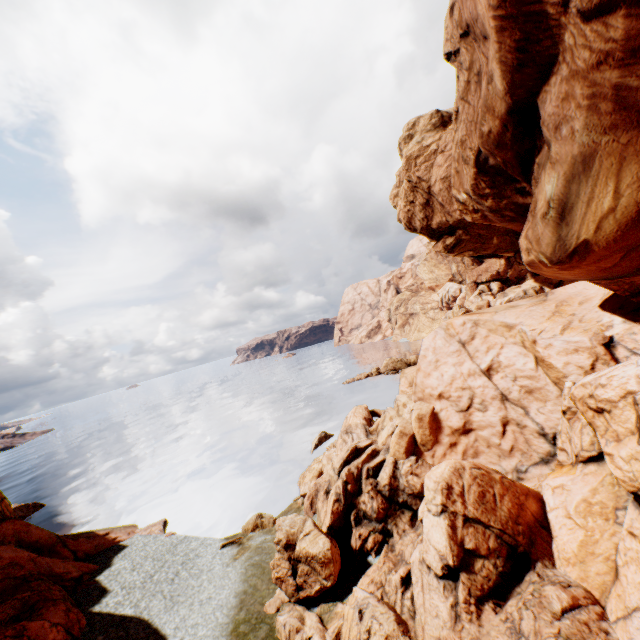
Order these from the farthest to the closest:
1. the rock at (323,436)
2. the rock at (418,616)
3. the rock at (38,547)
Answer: the rock at (323,436) < the rock at (38,547) < the rock at (418,616)

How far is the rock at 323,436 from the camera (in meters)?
34.04

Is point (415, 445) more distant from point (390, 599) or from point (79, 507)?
point (79, 507)

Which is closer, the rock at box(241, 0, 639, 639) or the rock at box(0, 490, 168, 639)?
the rock at box(241, 0, 639, 639)

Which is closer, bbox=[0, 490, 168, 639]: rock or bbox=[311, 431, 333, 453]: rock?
bbox=[0, 490, 168, 639]: rock

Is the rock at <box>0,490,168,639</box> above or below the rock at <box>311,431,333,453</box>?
above

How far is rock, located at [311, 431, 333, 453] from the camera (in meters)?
34.04
